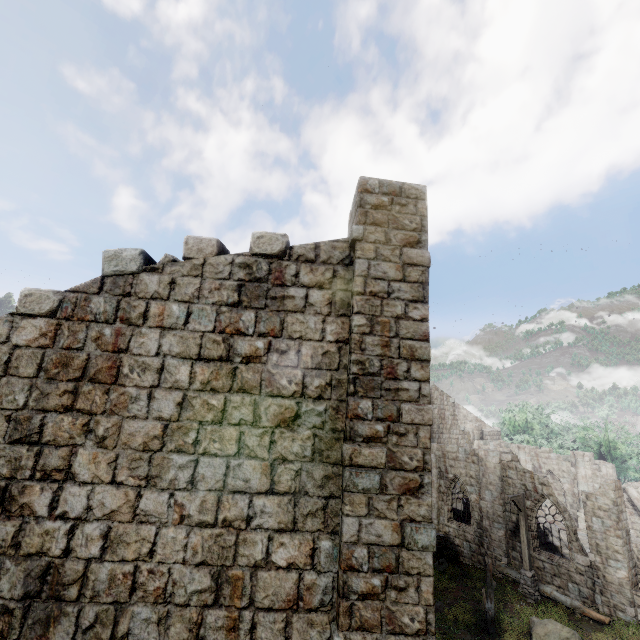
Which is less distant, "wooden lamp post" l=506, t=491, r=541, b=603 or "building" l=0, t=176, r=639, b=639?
"building" l=0, t=176, r=639, b=639

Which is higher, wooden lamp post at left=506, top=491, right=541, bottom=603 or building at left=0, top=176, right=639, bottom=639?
building at left=0, top=176, right=639, bottom=639

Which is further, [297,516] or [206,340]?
[206,340]

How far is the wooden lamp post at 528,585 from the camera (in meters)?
15.77

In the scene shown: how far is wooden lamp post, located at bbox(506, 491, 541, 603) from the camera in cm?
1577

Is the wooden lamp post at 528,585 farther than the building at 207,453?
Yes
